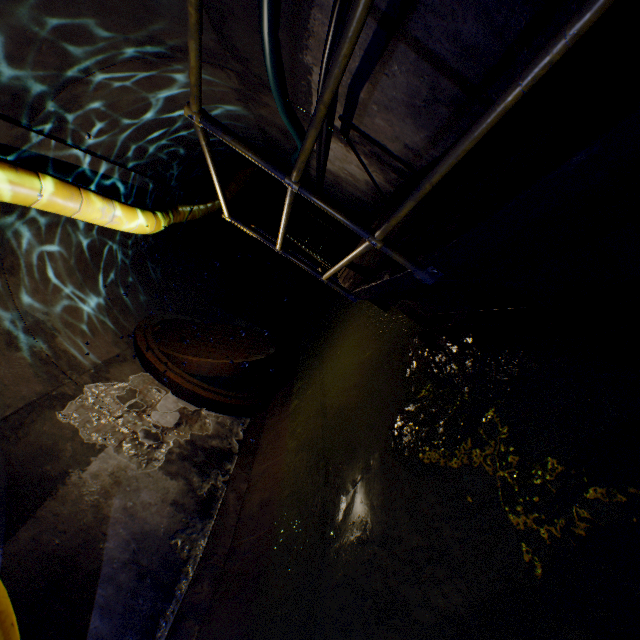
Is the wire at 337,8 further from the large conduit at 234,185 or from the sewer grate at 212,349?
the sewer grate at 212,349

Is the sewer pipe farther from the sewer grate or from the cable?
the cable

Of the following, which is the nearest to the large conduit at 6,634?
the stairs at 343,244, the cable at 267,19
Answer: the cable at 267,19

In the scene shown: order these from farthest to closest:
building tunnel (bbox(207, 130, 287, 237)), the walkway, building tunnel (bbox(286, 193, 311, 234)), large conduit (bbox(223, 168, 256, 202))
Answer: building tunnel (bbox(286, 193, 311, 234)), large conduit (bbox(223, 168, 256, 202)), building tunnel (bbox(207, 130, 287, 237)), the walkway

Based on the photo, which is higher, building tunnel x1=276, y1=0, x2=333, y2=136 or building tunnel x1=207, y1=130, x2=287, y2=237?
building tunnel x1=207, y1=130, x2=287, y2=237

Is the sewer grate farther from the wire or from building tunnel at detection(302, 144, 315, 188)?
the wire

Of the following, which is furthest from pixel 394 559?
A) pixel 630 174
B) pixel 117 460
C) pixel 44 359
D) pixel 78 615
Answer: pixel 44 359

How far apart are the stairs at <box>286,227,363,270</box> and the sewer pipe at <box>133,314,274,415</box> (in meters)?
2.80
